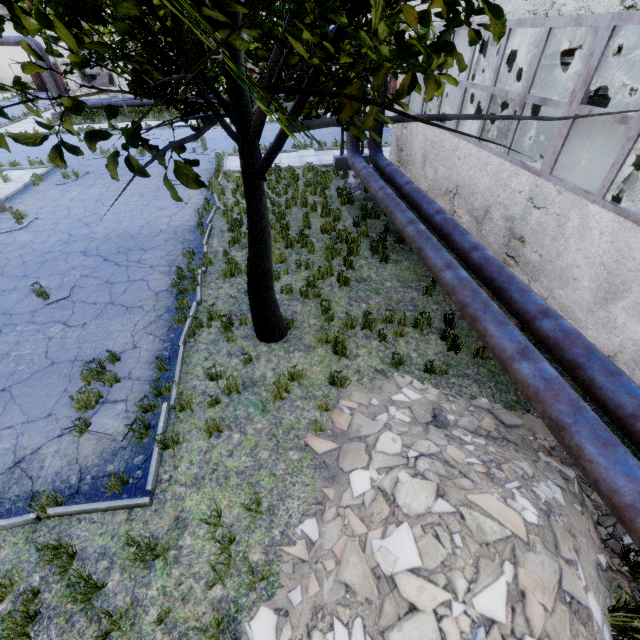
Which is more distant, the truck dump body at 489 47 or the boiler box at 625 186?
the truck dump body at 489 47

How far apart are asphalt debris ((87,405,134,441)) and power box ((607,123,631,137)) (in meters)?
22.26

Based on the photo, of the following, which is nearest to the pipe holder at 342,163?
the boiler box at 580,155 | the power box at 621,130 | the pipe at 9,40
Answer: the boiler box at 580,155

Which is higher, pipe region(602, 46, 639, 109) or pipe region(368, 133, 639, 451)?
pipe region(602, 46, 639, 109)

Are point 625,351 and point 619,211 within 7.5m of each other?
yes

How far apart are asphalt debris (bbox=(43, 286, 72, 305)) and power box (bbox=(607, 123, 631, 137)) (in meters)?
23.02

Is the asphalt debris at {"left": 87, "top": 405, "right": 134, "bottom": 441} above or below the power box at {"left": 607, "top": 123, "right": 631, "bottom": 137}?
below

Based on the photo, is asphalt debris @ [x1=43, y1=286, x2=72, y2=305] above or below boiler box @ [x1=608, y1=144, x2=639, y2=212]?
below
